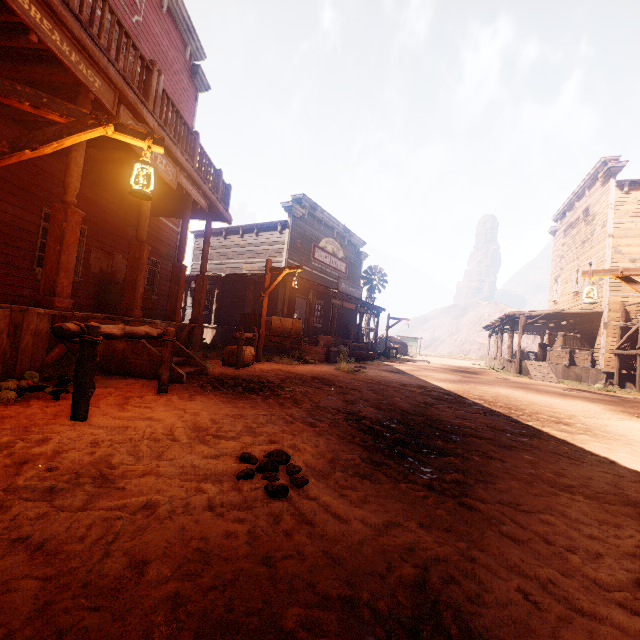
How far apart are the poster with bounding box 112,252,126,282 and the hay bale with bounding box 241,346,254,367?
4.6m

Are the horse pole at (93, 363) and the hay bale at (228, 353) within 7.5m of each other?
yes

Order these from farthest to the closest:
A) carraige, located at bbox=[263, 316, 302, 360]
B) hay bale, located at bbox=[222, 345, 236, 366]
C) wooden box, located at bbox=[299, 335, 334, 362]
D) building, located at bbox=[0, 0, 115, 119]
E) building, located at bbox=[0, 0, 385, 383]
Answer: wooden box, located at bbox=[299, 335, 334, 362], carraige, located at bbox=[263, 316, 302, 360], hay bale, located at bbox=[222, 345, 236, 366], building, located at bbox=[0, 0, 385, 383], building, located at bbox=[0, 0, 115, 119]

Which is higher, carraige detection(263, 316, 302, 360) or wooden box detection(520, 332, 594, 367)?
wooden box detection(520, 332, 594, 367)

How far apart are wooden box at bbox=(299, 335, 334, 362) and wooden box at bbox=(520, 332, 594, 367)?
12.15m

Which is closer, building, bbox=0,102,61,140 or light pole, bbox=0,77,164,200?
light pole, bbox=0,77,164,200

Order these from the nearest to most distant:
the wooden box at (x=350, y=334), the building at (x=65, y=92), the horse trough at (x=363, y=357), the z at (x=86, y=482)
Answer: the z at (x=86, y=482), the building at (x=65, y=92), the horse trough at (x=363, y=357), the wooden box at (x=350, y=334)

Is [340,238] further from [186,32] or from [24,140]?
[24,140]
